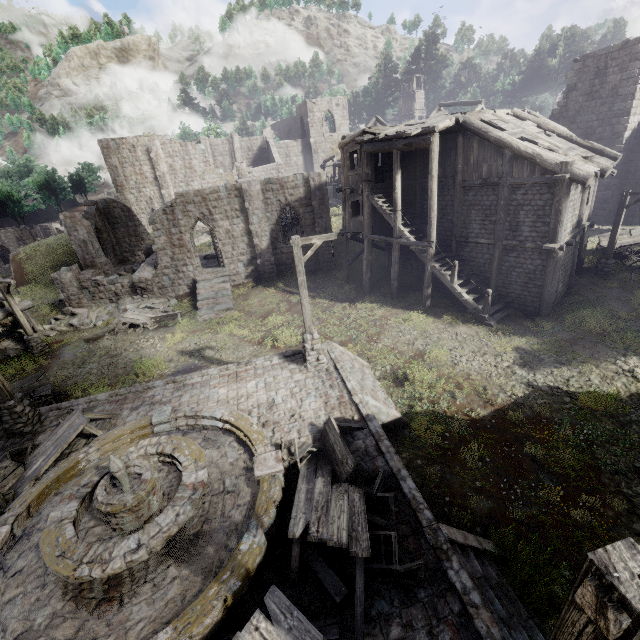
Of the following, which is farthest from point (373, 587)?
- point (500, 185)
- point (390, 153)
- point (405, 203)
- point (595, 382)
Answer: point (390, 153)

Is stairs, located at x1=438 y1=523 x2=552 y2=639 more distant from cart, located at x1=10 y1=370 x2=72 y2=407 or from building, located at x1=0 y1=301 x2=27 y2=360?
cart, located at x1=10 y1=370 x2=72 y2=407

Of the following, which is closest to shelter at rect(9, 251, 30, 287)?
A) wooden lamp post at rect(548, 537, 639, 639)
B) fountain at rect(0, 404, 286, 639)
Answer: fountain at rect(0, 404, 286, 639)

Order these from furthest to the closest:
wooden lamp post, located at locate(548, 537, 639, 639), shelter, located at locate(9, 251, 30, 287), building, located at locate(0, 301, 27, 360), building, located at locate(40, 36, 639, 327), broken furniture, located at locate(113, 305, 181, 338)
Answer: shelter, located at locate(9, 251, 30, 287)
broken furniture, located at locate(113, 305, 181, 338)
building, located at locate(0, 301, 27, 360)
building, located at locate(40, 36, 639, 327)
wooden lamp post, located at locate(548, 537, 639, 639)

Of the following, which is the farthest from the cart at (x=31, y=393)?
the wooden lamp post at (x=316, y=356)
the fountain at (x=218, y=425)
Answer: the wooden lamp post at (x=316, y=356)

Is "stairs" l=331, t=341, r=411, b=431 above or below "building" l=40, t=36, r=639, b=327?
below

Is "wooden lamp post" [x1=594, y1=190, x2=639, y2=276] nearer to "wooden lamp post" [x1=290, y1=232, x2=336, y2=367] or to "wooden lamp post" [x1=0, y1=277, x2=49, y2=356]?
"wooden lamp post" [x1=290, y1=232, x2=336, y2=367]

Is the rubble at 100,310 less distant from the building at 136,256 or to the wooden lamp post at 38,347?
the building at 136,256
